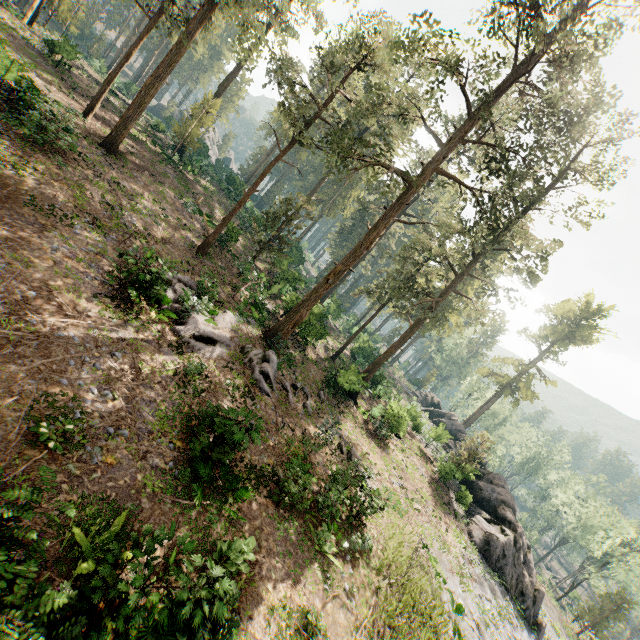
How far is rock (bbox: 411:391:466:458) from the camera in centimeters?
3369cm

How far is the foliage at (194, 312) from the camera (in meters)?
14.45

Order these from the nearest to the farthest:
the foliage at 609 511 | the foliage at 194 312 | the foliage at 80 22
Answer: the foliage at 194 312 → the foliage at 80 22 → the foliage at 609 511

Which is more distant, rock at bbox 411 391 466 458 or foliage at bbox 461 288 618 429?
foliage at bbox 461 288 618 429

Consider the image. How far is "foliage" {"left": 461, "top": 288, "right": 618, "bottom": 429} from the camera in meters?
51.1

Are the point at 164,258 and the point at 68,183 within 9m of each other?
yes

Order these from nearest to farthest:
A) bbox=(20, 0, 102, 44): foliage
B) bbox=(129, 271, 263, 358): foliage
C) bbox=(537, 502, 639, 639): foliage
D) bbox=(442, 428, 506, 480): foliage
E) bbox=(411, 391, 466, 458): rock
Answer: bbox=(129, 271, 263, 358): foliage
bbox=(442, 428, 506, 480): foliage
bbox=(20, 0, 102, 44): foliage
bbox=(411, 391, 466, 458): rock
bbox=(537, 502, 639, 639): foliage
